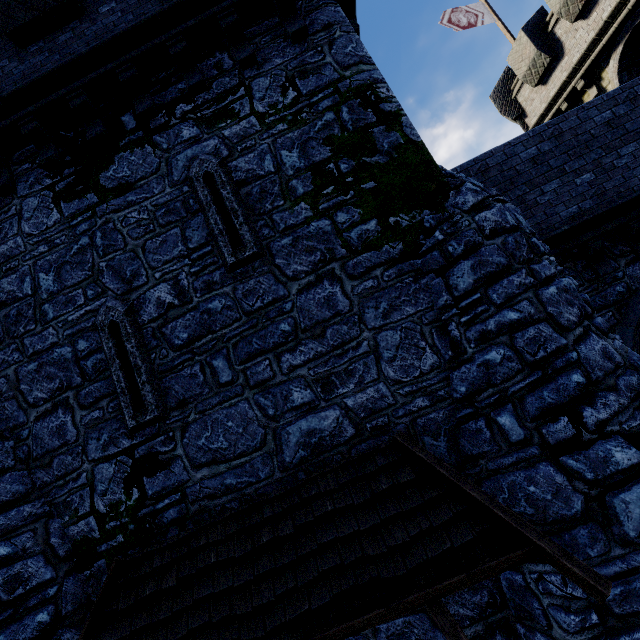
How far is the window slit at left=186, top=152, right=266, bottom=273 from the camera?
5.02m

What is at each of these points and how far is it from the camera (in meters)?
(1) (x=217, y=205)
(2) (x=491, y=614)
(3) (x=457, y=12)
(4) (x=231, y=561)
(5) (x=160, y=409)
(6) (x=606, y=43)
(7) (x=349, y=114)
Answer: (1) window slit, 5.23
(2) building, 3.89
(3) flag, 15.20
(4) awning, 3.95
(5) window slit, 4.80
(6) building, 10.77
(7) building, 5.27

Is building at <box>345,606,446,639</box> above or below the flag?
below

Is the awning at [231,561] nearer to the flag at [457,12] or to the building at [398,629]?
the building at [398,629]

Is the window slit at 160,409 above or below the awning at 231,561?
above

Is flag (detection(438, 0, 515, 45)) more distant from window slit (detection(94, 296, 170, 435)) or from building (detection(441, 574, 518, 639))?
window slit (detection(94, 296, 170, 435))

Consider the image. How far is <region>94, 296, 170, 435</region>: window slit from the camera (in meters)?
4.80

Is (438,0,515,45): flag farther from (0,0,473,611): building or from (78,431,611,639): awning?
(78,431,611,639): awning
